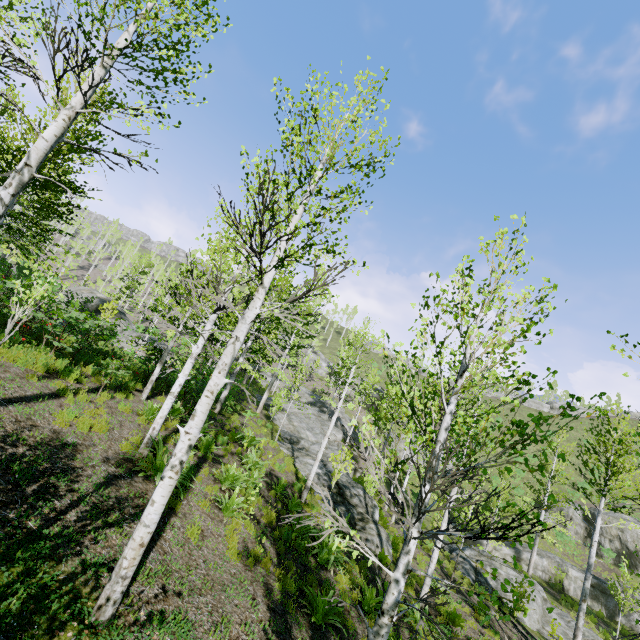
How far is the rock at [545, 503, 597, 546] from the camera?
32.2 meters

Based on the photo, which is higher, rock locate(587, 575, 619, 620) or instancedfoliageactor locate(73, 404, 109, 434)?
instancedfoliageactor locate(73, 404, 109, 434)

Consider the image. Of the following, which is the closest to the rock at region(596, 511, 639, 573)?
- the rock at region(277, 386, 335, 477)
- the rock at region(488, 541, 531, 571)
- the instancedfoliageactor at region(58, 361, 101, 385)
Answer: the rock at region(488, 541, 531, 571)

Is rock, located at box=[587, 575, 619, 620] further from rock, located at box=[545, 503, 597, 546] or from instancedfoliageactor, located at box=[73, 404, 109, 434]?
rock, located at box=[545, 503, 597, 546]

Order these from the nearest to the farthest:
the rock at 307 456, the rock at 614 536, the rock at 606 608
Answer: the rock at 307 456 → the rock at 606 608 → the rock at 614 536

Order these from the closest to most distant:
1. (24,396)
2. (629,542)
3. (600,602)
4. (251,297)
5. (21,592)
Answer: (21,592) → (24,396) → (251,297) → (600,602) → (629,542)

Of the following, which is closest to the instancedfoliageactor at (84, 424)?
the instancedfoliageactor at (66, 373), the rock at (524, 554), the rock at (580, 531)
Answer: the rock at (524, 554)

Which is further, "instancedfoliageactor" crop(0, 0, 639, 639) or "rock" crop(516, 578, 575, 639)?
"rock" crop(516, 578, 575, 639)
